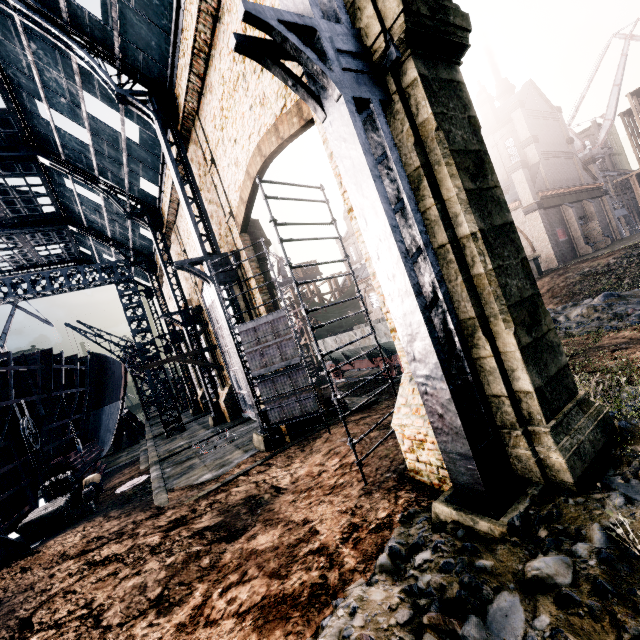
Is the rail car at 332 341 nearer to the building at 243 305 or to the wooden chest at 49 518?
the building at 243 305

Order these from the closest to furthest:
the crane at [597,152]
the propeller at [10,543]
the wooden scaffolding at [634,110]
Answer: the propeller at [10,543] < the wooden scaffolding at [634,110] < the crane at [597,152]

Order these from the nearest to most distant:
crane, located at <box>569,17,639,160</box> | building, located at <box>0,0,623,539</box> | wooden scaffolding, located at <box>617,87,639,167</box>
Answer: building, located at <box>0,0,623,539</box>
wooden scaffolding, located at <box>617,87,639,167</box>
crane, located at <box>569,17,639,160</box>

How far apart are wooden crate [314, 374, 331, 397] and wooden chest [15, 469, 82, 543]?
12.7m

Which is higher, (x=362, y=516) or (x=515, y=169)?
(x=515, y=169)

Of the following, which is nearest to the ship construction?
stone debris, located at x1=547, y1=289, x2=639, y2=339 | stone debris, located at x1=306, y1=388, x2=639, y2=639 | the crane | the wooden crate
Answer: stone debris, located at x1=306, y1=388, x2=639, y2=639

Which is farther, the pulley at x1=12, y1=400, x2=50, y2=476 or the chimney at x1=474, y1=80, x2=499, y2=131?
the chimney at x1=474, y1=80, x2=499, y2=131

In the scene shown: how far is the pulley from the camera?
15.91m
